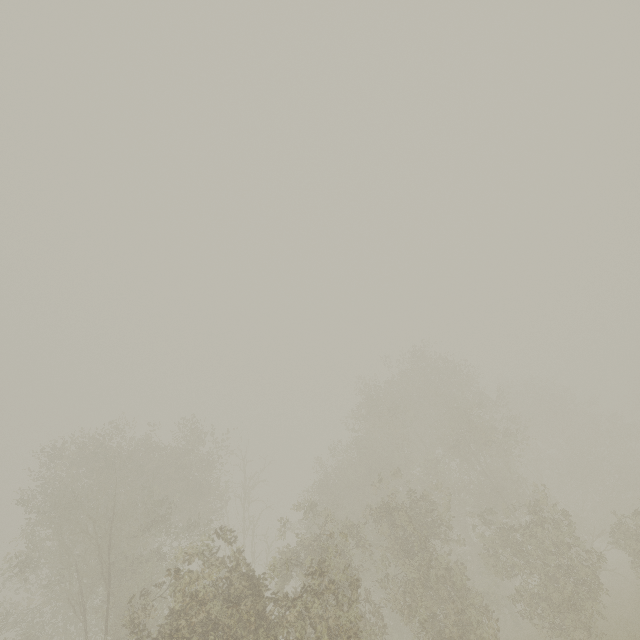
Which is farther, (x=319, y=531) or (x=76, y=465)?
(x=319, y=531)
